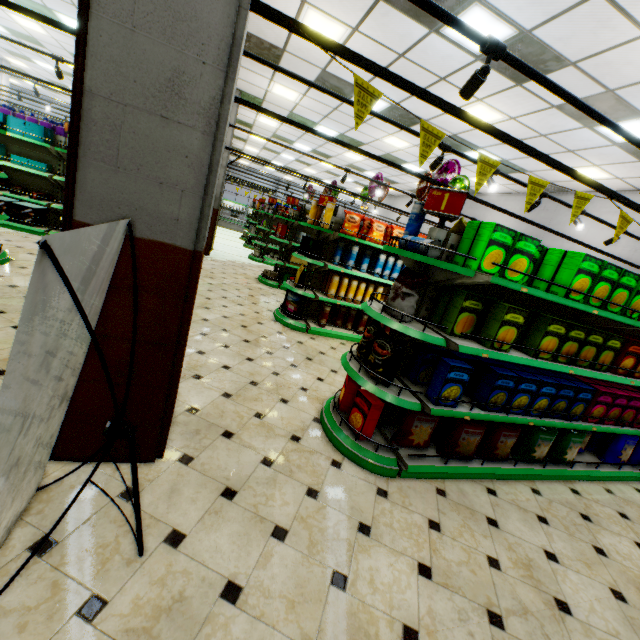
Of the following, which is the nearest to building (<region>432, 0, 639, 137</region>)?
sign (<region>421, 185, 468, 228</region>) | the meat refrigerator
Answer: the meat refrigerator

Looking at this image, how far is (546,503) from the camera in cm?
319

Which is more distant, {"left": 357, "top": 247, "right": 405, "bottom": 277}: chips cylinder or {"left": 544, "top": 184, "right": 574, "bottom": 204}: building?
{"left": 544, "top": 184, "right": 574, "bottom": 204}: building

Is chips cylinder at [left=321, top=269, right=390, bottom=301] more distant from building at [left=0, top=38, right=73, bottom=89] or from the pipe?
the pipe

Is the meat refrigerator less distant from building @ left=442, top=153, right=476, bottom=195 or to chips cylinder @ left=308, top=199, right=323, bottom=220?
building @ left=442, top=153, right=476, bottom=195

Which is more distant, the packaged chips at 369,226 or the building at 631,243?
the building at 631,243

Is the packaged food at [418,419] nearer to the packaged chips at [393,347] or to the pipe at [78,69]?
the packaged chips at [393,347]

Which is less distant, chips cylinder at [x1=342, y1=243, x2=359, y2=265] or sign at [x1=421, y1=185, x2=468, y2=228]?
sign at [x1=421, y1=185, x2=468, y2=228]
